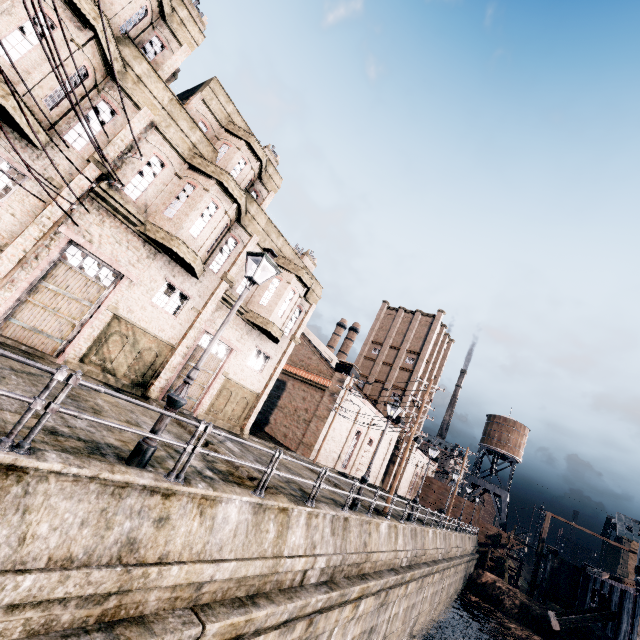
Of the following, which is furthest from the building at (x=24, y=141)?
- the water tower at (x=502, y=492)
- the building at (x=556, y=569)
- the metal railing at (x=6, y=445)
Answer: the building at (x=556, y=569)

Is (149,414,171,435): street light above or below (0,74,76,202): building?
below

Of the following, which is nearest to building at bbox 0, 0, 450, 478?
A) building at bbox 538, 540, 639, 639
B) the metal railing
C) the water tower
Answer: the water tower

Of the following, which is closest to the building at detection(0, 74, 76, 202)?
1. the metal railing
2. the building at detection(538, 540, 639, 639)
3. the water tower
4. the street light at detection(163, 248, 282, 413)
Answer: the water tower

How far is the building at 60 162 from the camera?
10.8 meters

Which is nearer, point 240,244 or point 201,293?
point 201,293

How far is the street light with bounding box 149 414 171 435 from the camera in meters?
6.9 m

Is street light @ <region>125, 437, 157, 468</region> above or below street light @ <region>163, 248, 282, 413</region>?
below
